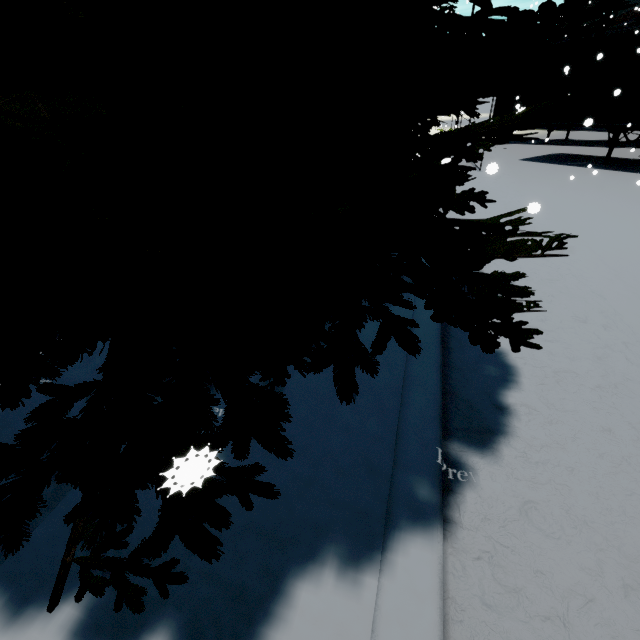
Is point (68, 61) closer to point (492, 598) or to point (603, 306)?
point (492, 598)

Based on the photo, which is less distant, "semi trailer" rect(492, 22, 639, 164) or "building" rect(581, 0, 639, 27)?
"semi trailer" rect(492, 22, 639, 164)

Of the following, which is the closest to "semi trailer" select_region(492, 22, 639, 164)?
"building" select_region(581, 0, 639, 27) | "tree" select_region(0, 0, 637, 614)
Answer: "tree" select_region(0, 0, 637, 614)

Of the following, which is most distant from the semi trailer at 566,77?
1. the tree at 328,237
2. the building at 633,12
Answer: the building at 633,12

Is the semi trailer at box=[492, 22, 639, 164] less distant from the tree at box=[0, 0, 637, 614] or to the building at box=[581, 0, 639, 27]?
the tree at box=[0, 0, 637, 614]

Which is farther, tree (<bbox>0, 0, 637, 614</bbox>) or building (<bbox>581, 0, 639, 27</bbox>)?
building (<bbox>581, 0, 639, 27</bbox>)

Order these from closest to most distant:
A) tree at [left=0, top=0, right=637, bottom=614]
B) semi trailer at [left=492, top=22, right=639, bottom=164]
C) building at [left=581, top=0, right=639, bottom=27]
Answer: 1. tree at [left=0, top=0, right=637, bottom=614]
2. semi trailer at [left=492, top=22, right=639, bottom=164]
3. building at [left=581, top=0, right=639, bottom=27]

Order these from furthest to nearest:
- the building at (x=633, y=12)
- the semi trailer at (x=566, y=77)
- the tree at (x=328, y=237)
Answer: the building at (x=633, y=12) → the semi trailer at (x=566, y=77) → the tree at (x=328, y=237)
